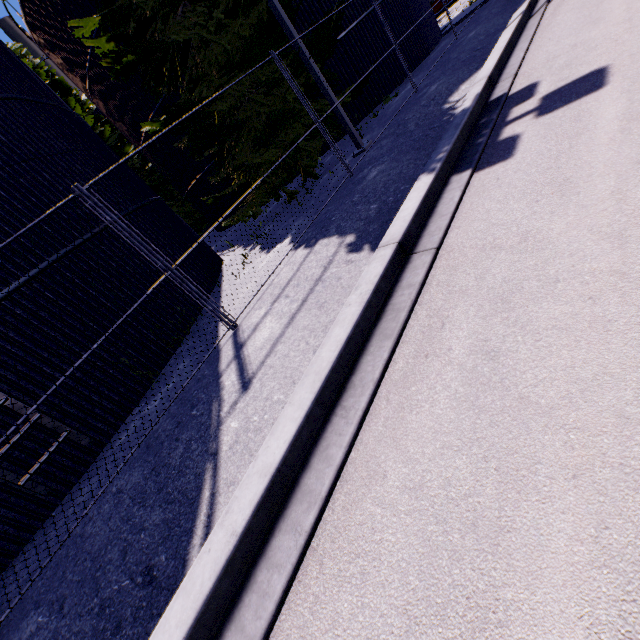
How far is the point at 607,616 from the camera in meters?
1.2

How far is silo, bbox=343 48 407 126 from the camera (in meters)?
14.10

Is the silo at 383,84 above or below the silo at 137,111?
below

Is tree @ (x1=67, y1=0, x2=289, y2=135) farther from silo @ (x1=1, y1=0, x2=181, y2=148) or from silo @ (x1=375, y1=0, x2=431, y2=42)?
silo @ (x1=1, y1=0, x2=181, y2=148)

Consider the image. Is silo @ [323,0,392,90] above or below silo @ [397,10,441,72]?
above

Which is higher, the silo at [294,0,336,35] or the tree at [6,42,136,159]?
the tree at [6,42,136,159]

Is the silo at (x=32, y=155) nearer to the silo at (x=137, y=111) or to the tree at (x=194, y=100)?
the tree at (x=194, y=100)

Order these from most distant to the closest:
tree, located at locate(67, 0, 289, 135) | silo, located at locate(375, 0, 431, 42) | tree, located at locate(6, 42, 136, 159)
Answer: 1. tree, located at locate(6, 42, 136, 159)
2. silo, located at locate(375, 0, 431, 42)
3. tree, located at locate(67, 0, 289, 135)
